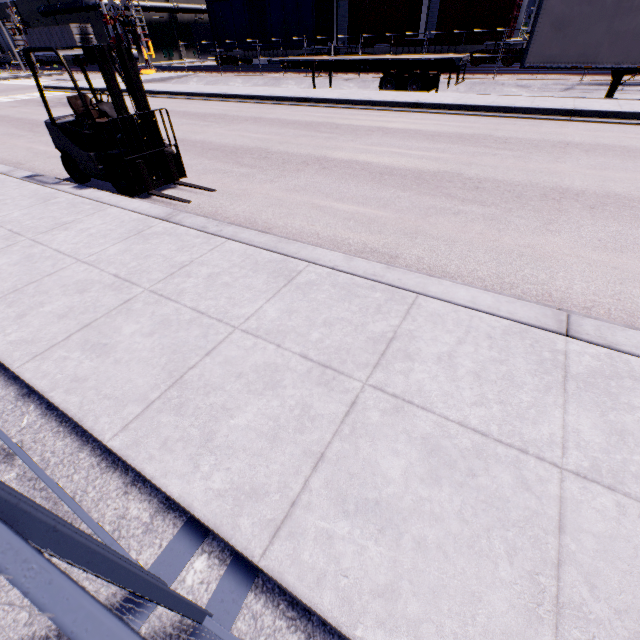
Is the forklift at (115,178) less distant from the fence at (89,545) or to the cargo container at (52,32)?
the fence at (89,545)

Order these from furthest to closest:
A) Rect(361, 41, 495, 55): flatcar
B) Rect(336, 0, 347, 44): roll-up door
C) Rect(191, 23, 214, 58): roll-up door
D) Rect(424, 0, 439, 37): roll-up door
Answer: Rect(191, 23, 214, 58): roll-up door → Rect(336, 0, 347, 44): roll-up door → Rect(424, 0, 439, 37): roll-up door → Rect(361, 41, 495, 55): flatcar

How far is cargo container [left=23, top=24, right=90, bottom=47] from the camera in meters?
38.7

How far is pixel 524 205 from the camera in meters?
5.3 m

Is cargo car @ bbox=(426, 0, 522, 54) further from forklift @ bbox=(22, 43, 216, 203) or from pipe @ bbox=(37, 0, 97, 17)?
forklift @ bbox=(22, 43, 216, 203)

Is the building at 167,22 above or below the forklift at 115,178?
above

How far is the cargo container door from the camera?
38.47m

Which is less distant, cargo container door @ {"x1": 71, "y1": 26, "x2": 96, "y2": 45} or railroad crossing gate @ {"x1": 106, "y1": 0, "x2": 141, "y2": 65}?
railroad crossing gate @ {"x1": 106, "y1": 0, "x2": 141, "y2": 65}
